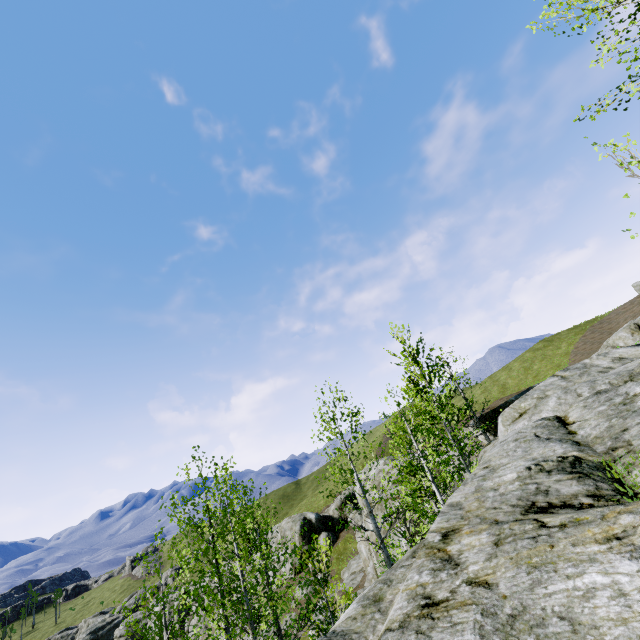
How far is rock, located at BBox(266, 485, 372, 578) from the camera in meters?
44.5

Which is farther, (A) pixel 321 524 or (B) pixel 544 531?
(A) pixel 321 524

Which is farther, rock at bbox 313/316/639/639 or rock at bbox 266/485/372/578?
rock at bbox 266/485/372/578

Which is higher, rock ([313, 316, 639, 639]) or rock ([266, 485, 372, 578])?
rock ([313, 316, 639, 639])

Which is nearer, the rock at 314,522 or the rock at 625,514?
the rock at 625,514

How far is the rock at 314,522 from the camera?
44.5m
